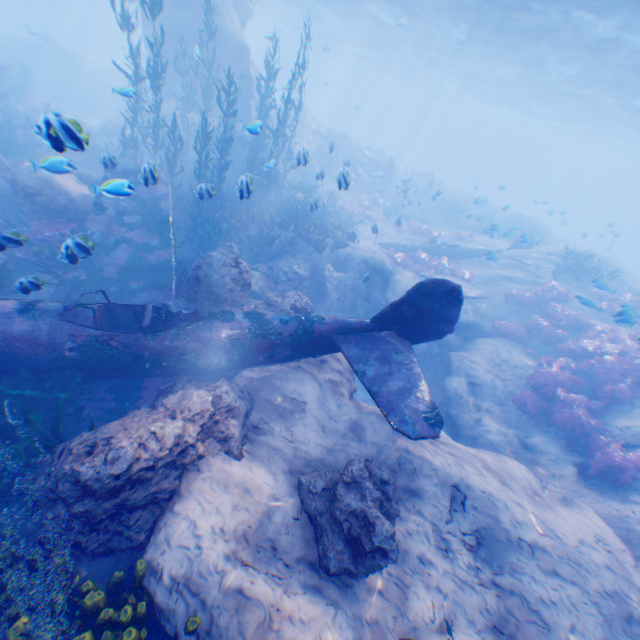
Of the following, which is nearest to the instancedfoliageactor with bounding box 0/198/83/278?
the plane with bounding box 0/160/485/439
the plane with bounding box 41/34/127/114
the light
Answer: the plane with bounding box 0/160/485/439

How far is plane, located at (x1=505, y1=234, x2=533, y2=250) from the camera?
12.91m

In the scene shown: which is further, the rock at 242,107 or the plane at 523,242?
the rock at 242,107

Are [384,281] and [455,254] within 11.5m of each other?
yes

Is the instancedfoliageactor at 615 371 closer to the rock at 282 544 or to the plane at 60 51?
the rock at 282 544

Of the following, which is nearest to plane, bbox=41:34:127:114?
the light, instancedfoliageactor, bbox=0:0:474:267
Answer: the light

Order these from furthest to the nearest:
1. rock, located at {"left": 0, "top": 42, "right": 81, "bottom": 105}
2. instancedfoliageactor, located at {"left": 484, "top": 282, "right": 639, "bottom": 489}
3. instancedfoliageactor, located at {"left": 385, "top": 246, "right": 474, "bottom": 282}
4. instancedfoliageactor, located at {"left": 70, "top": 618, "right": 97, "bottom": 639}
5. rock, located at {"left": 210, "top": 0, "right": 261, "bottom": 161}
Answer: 1. rock, located at {"left": 0, "top": 42, "right": 81, "bottom": 105}
2. rock, located at {"left": 210, "top": 0, "right": 261, "bottom": 161}
3. instancedfoliageactor, located at {"left": 385, "top": 246, "right": 474, "bottom": 282}
4. instancedfoliageactor, located at {"left": 484, "top": 282, "right": 639, "bottom": 489}
5. instancedfoliageactor, located at {"left": 70, "top": 618, "right": 97, "bottom": 639}

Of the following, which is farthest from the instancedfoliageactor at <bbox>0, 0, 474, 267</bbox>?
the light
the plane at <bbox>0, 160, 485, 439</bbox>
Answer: the light
